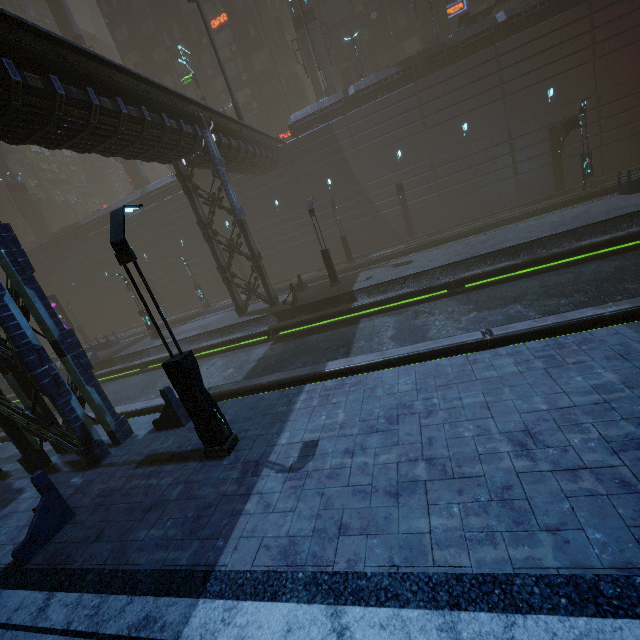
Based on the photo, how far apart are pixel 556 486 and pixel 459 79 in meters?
31.0

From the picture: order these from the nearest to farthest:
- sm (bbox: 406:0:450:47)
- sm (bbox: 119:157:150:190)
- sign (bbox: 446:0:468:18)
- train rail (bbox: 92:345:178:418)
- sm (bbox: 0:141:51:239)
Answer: train rail (bbox: 92:345:178:418), sm (bbox: 406:0:450:47), sign (bbox: 446:0:468:18), sm (bbox: 119:157:150:190), sm (bbox: 0:141:51:239)

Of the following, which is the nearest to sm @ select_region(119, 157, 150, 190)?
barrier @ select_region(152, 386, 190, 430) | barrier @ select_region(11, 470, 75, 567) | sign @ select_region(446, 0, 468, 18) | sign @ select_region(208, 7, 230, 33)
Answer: sign @ select_region(208, 7, 230, 33)

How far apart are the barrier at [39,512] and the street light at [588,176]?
31.0 meters

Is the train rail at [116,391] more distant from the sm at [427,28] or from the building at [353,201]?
the sm at [427,28]

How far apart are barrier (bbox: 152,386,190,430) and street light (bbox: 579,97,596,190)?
27.6 meters

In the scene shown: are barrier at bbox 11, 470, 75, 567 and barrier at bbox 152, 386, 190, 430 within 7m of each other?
yes

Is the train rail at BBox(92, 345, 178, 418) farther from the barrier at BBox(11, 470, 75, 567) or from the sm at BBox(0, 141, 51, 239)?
the barrier at BBox(11, 470, 75, 567)
